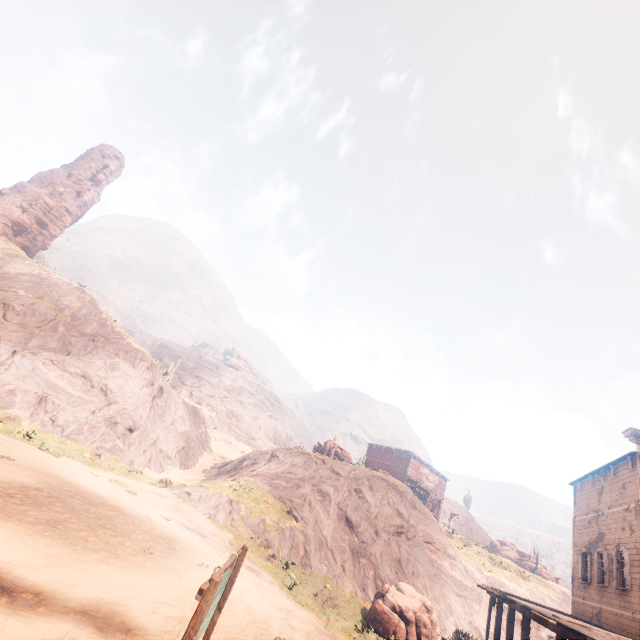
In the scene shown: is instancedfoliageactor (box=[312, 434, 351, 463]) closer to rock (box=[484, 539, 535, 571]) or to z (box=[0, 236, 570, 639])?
z (box=[0, 236, 570, 639])

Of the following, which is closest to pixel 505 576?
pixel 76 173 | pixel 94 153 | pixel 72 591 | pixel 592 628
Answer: pixel 592 628

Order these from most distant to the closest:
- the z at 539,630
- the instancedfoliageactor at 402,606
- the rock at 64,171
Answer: the rock at 64,171 < the z at 539,630 < the instancedfoliageactor at 402,606

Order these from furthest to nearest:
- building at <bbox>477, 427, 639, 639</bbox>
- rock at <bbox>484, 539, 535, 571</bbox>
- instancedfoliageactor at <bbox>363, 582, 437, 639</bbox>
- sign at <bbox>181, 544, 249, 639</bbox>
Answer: rock at <bbox>484, 539, 535, 571</bbox>, instancedfoliageactor at <bbox>363, 582, 437, 639</bbox>, building at <bbox>477, 427, 639, 639</bbox>, sign at <bbox>181, 544, 249, 639</bbox>

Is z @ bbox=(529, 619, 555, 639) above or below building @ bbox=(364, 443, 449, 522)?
below

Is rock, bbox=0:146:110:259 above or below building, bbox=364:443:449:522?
above

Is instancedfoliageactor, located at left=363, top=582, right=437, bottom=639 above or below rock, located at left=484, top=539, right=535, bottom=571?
below

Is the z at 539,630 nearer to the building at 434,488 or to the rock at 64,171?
the building at 434,488
